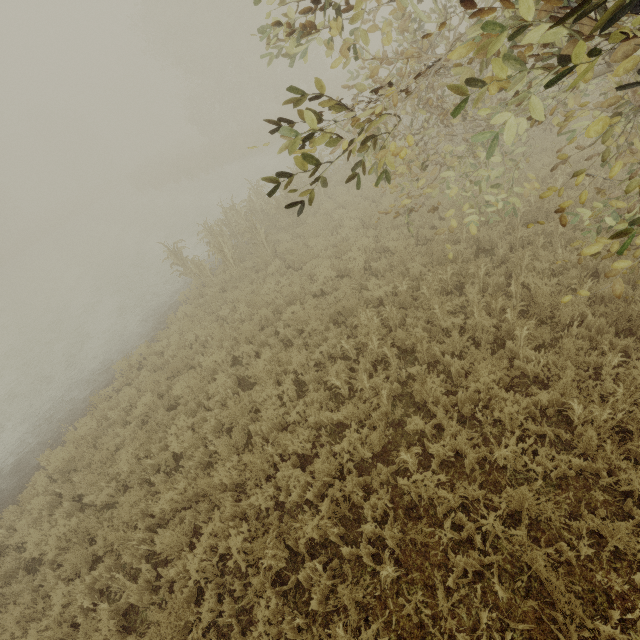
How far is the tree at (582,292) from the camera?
3.7 meters

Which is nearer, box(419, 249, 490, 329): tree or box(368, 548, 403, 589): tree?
box(368, 548, 403, 589): tree

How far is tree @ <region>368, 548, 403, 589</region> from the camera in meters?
3.8 m

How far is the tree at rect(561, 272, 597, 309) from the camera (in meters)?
3.73

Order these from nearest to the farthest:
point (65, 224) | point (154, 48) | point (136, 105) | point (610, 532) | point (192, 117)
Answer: point (610, 532) → point (192, 117) → point (65, 224) → point (154, 48) → point (136, 105)

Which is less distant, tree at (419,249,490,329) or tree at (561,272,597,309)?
tree at (561,272,597,309)

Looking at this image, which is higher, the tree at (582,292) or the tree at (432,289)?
the tree at (582,292)
